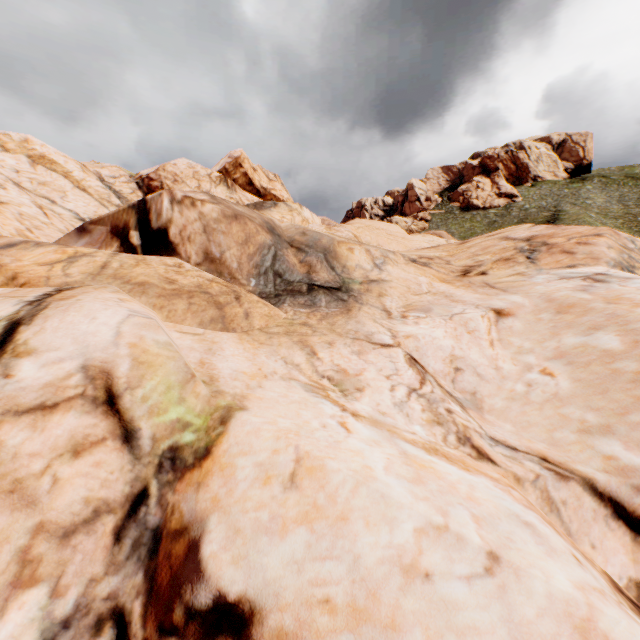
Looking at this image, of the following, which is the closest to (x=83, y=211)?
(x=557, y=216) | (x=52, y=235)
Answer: (x=52, y=235)
